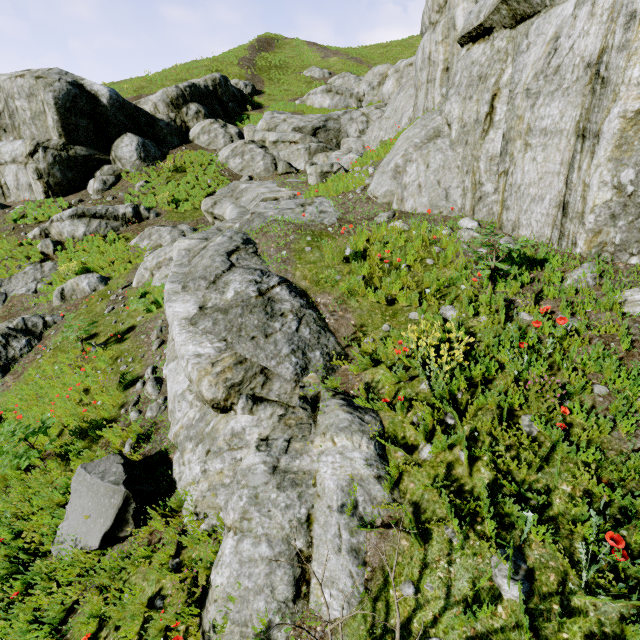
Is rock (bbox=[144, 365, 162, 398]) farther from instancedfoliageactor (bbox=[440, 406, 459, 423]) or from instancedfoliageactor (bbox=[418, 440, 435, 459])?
instancedfoliageactor (bbox=[418, 440, 435, 459])

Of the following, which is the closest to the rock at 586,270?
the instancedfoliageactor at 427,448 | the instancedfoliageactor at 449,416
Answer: the instancedfoliageactor at 449,416

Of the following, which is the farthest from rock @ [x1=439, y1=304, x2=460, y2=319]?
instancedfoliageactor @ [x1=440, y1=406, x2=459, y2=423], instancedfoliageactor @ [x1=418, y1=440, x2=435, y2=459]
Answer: instancedfoliageactor @ [x1=418, y1=440, x2=435, y2=459]

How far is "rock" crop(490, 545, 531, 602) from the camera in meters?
2.6 m

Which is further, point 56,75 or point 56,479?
point 56,75

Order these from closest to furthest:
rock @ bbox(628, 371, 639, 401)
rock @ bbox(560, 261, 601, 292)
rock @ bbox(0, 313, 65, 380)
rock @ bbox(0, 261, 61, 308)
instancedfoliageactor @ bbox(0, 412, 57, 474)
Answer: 1. rock @ bbox(628, 371, 639, 401)
2. rock @ bbox(560, 261, 601, 292)
3. instancedfoliageactor @ bbox(0, 412, 57, 474)
4. rock @ bbox(0, 313, 65, 380)
5. rock @ bbox(0, 261, 61, 308)

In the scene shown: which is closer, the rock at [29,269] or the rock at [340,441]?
the rock at [340,441]
